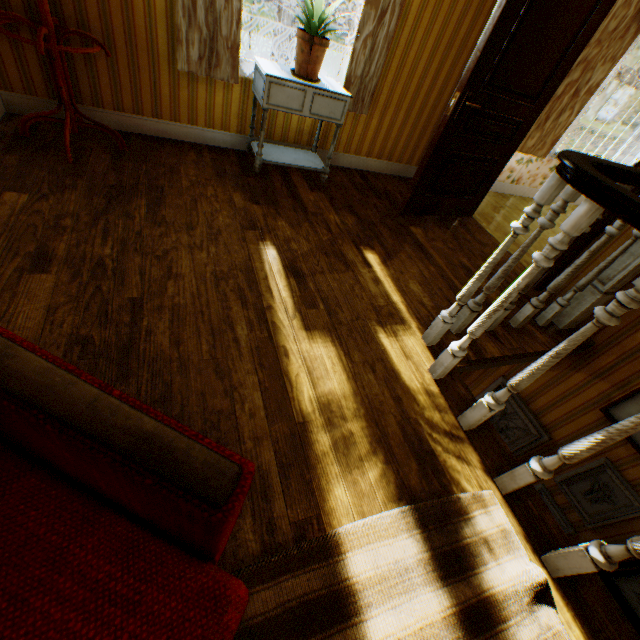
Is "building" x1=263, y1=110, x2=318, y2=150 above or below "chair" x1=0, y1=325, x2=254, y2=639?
below

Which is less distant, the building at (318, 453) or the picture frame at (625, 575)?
the building at (318, 453)

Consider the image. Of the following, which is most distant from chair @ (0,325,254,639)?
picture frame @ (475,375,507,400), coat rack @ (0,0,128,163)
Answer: picture frame @ (475,375,507,400)

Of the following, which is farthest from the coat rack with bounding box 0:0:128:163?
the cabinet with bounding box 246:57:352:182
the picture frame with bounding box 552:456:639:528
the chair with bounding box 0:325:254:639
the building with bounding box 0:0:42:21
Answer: the picture frame with bounding box 552:456:639:528

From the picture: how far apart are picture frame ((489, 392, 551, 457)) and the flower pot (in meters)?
3.58

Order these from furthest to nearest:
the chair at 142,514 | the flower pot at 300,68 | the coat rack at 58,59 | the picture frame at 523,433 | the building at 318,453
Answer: the picture frame at 523,433, the flower pot at 300,68, the coat rack at 58,59, the building at 318,453, the chair at 142,514

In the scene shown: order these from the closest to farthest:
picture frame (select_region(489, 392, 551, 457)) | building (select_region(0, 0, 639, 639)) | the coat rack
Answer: building (select_region(0, 0, 639, 639)) → the coat rack → picture frame (select_region(489, 392, 551, 457))

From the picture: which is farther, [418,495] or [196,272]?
[196,272]
